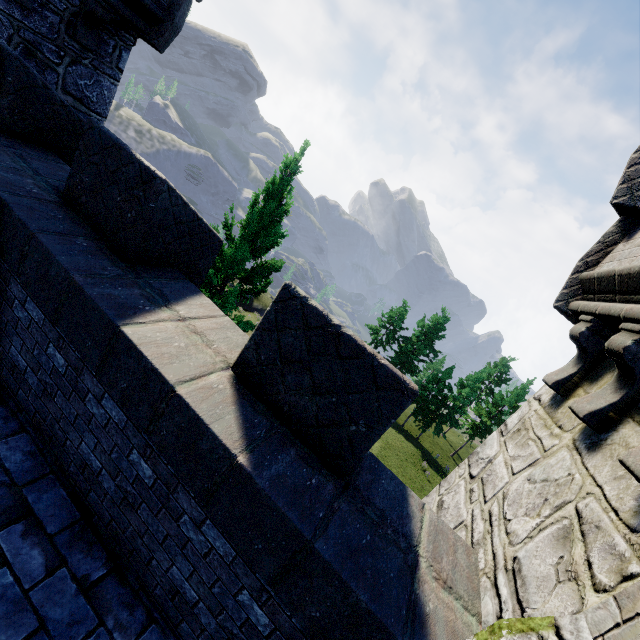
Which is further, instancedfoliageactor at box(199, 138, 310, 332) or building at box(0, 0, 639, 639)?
instancedfoliageactor at box(199, 138, 310, 332)

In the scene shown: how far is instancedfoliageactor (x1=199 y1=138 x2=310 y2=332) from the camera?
9.73m

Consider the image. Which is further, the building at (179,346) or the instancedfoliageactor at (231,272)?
the instancedfoliageactor at (231,272)

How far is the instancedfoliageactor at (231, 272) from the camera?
9.7m

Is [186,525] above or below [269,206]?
below
